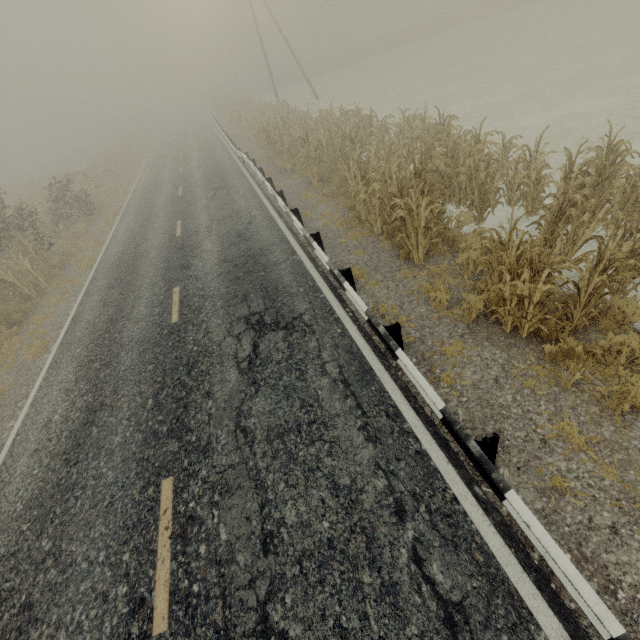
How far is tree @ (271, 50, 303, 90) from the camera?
49.8 meters

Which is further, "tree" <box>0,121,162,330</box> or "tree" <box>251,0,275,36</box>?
"tree" <box>251,0,275,36</box>

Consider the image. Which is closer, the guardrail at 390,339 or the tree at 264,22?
the guardrail at 390,339

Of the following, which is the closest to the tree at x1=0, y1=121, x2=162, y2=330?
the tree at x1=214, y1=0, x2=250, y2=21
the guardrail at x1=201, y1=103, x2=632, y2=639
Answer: the tree at x1=214, y1=0, x2=250, y2=21

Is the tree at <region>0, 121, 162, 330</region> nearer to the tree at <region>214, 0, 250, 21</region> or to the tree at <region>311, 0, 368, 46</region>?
the tree at <region>214, 0, 250, 21</region>

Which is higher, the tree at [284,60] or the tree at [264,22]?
the tree at [264,22]

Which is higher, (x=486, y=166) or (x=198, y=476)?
(x=486, y=166)

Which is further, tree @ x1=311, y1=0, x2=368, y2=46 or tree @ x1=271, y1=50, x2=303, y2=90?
tree @ x1=311, y1=0, x2=368, y2=46
